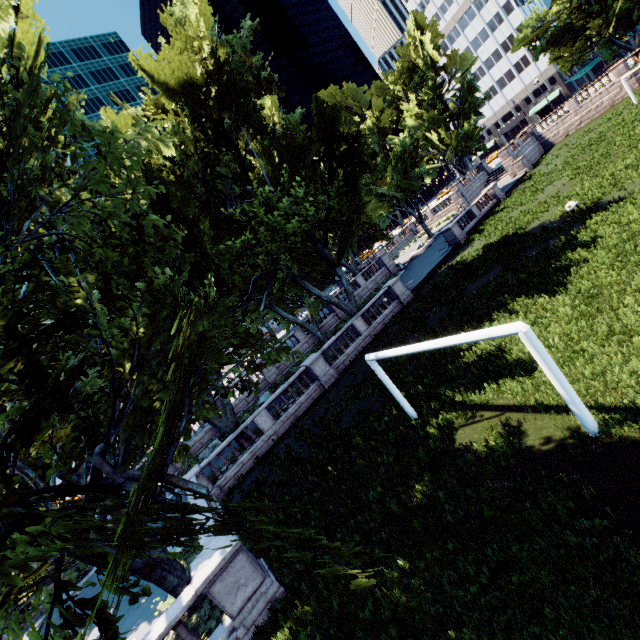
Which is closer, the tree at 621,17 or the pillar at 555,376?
the pillar at 555,376

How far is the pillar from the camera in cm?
671

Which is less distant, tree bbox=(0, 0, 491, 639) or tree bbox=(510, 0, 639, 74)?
tree bbox=(0, 0, 491, 639)

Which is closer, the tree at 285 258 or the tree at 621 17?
the tree at 285 258

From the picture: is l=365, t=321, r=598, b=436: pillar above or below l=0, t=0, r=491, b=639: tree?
below

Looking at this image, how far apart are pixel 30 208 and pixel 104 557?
9.63m

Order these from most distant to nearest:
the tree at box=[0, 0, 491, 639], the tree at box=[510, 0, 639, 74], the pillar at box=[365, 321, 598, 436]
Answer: the tree at box=[510, 0, 639, 74] → the pillar at box=[365, 321, 598, 436] → the tree at box=[0, 0, 491, 639]
